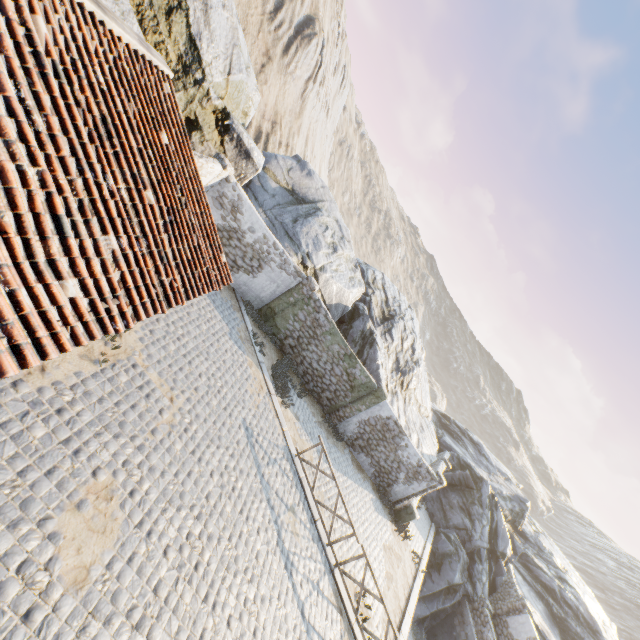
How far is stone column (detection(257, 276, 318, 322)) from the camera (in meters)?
14.58

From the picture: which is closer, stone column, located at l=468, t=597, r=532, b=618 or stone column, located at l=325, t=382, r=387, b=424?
stone column, located at l=325, t=382, r=387, b=424

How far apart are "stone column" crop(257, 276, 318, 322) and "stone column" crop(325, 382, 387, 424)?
5.5m

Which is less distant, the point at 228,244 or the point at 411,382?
the point at 228,244

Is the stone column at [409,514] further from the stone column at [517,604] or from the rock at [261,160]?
the stone column at [517,604]

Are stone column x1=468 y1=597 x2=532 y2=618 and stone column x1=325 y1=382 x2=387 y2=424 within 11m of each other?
no

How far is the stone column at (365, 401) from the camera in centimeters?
1554cm

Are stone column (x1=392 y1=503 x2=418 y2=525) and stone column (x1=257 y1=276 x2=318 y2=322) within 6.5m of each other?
no
